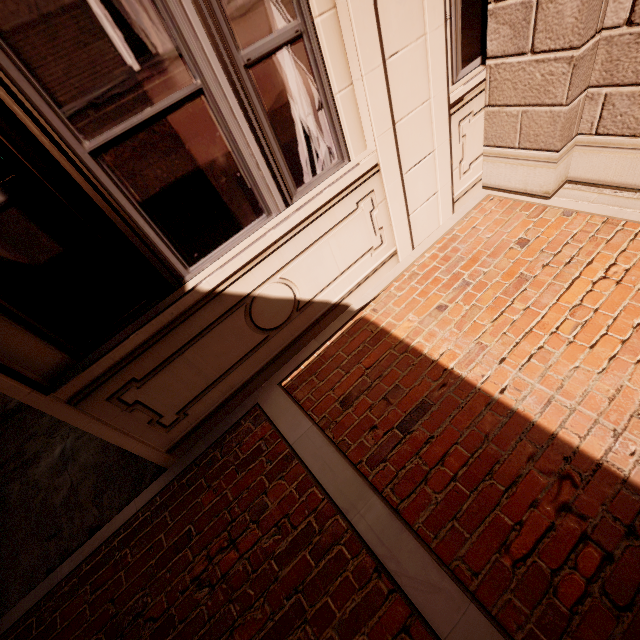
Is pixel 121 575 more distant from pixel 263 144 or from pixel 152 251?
pixel 263 144
